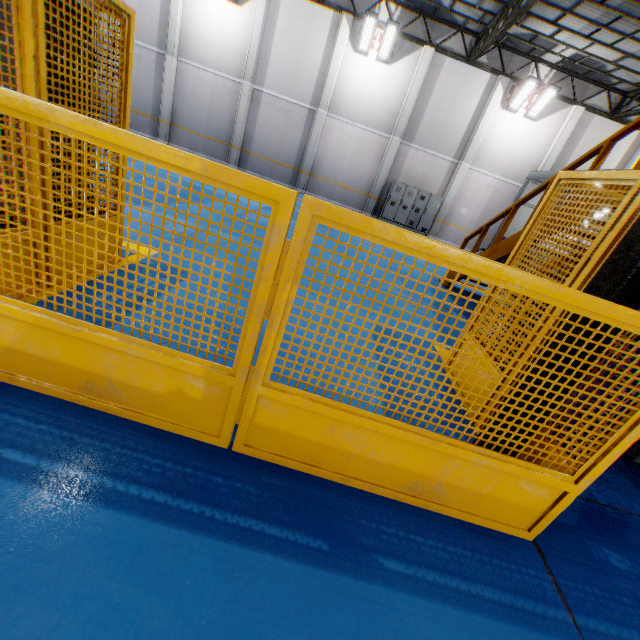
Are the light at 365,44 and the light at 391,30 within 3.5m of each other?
yes

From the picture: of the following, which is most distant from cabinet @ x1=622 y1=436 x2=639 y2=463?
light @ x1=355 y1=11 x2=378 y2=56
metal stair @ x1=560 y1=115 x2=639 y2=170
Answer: light @ x1=355 y1=11 x2=378 y2=56

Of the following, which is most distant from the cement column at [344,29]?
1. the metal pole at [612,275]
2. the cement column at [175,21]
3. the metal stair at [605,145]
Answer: the metal pole at [612,275]

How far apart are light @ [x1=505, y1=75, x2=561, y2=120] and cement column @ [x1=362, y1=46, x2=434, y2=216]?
4.1m

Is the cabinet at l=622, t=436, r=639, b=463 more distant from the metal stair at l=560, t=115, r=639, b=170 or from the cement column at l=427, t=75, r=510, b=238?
the cement column at l=427, t=75, r=510, b=238

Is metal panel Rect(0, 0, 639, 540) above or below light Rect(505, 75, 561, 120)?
below

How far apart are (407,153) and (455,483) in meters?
18.6

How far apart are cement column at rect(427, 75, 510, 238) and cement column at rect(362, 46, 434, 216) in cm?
324
